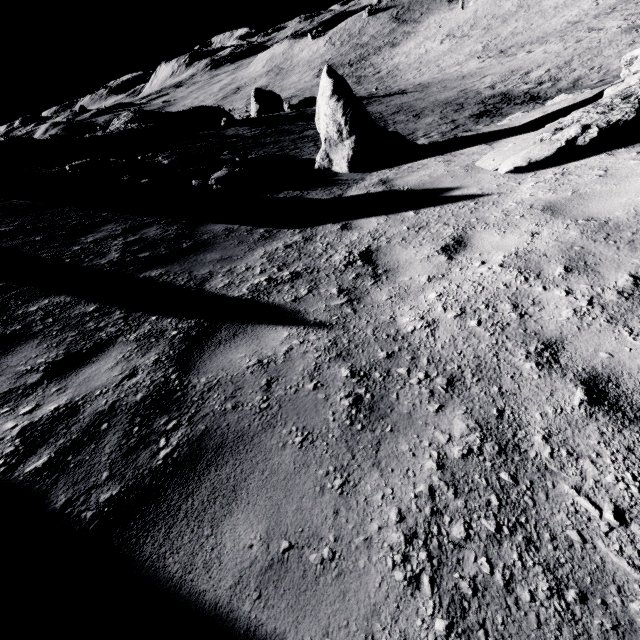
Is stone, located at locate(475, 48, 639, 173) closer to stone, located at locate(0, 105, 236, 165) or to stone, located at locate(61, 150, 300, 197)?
stone, located at locate(61, 150, 300, 197)

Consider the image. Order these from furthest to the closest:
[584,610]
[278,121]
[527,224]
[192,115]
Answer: [192,115] < [278,121] < [527,224] < [584,610]

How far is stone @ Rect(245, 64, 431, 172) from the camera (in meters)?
8.84

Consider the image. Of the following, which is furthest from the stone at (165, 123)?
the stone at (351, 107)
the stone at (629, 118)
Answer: the stone at (629, 118)

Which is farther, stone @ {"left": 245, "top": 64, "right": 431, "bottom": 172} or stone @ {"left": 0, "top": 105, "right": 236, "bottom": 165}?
stone @ {"left": 0, "top": 105, "right": 236, "bottom": 165}

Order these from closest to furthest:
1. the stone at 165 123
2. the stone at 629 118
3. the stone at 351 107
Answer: the stone at 629 118 < the stone at 351 107 < the stone at 165 123

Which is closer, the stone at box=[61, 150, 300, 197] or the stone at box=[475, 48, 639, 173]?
the stone at box=[475, 48, 639, 173]
